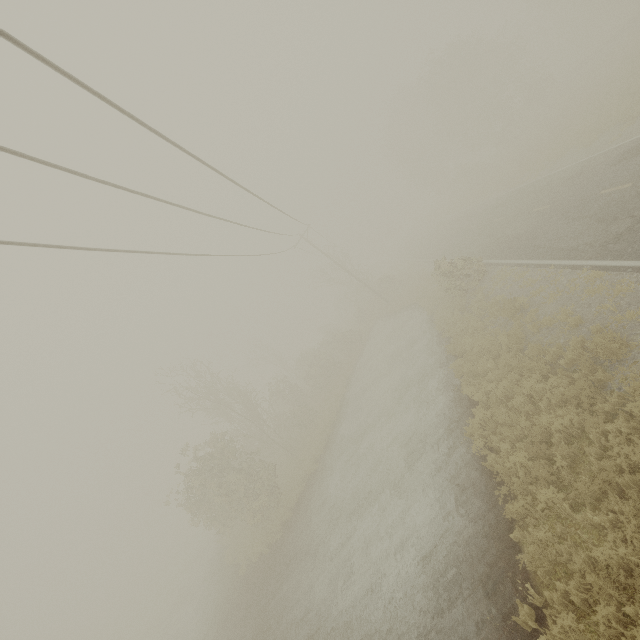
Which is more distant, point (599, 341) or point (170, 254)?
point (170, 254)
